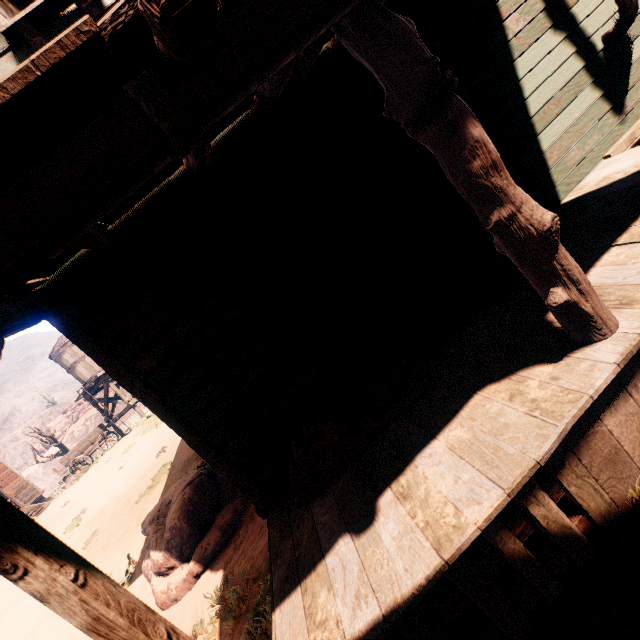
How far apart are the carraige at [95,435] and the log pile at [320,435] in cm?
2134

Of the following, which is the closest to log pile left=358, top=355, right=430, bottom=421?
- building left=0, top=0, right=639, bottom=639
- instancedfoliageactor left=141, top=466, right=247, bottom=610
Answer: building left=0, top=0, right=639, bottom=639

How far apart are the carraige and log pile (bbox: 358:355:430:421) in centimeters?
2134cm

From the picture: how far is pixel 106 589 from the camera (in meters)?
1.61

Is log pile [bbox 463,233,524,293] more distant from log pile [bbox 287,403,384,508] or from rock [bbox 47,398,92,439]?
rock [bbox 47,398,92,439]

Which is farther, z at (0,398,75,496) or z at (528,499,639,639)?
z at (0,398,75,496)

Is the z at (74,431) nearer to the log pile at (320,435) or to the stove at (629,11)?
the log pile at (320,435)

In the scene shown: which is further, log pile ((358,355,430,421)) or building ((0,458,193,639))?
log pile ((358,355,430,421))
